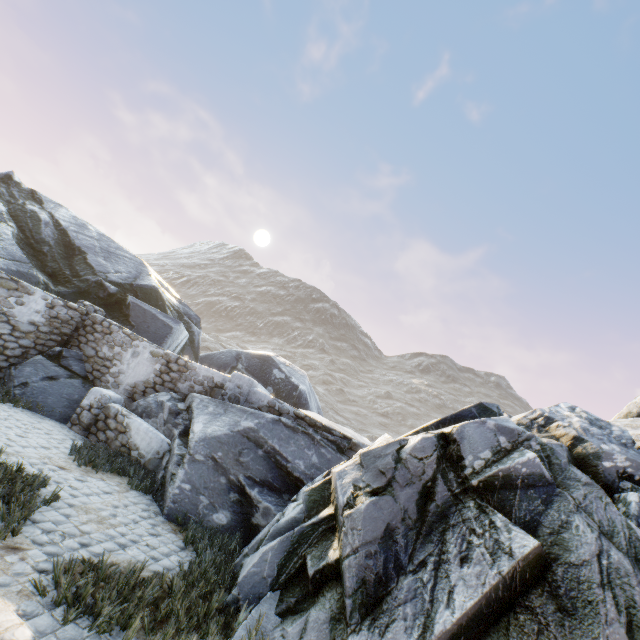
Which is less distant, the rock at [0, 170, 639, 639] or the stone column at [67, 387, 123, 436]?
the rock at [0, 170, 639, 639]

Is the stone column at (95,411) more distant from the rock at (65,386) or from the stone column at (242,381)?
the stone column at (242,381)

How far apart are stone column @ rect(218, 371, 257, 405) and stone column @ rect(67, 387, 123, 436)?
2.7m

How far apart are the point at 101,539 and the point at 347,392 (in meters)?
55.42

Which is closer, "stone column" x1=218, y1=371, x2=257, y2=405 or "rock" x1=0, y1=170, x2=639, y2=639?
"rock" x1=0, y1=170, x2=639, y2=639

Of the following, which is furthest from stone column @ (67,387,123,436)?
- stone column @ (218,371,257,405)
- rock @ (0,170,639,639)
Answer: stone column @ (218,371,257,405)
